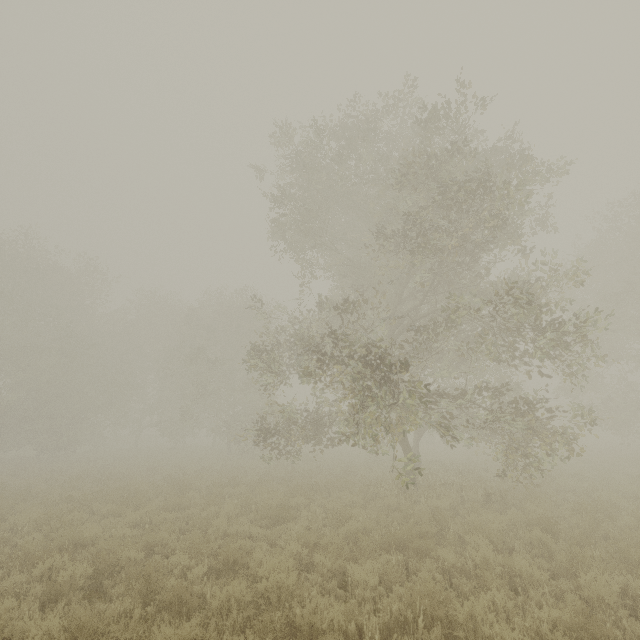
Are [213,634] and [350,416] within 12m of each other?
yes
